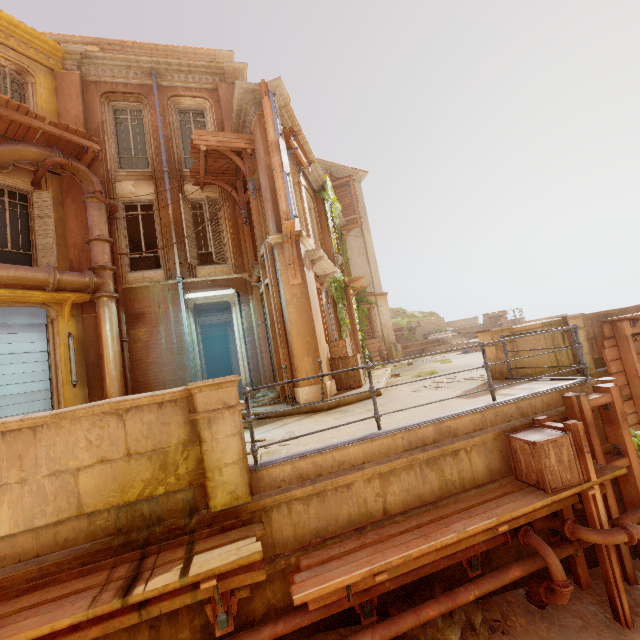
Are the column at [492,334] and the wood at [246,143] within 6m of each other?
no

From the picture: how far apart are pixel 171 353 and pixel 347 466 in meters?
8.3 m

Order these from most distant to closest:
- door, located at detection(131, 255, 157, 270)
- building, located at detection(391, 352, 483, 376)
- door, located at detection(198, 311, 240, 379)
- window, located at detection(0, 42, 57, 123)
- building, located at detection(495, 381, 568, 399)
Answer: door, located at detection(131, 255, 157, 270), door, located at detection(198, 311, 240, 379), building, located at detection(391, 352, 483, 376), window, located at detection(0, 42, 57, 123), building, located at detection(495, 381, 568, 399)

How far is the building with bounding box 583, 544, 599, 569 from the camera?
4.9m

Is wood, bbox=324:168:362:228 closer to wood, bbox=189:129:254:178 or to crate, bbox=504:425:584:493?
wood, bbox=189:129:254:178

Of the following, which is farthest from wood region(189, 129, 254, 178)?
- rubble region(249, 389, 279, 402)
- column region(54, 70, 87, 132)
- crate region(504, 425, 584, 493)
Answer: crate region(504, 425, 584, 493)

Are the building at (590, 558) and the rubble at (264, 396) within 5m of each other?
no

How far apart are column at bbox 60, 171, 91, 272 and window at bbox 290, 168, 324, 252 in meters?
6.2 m
